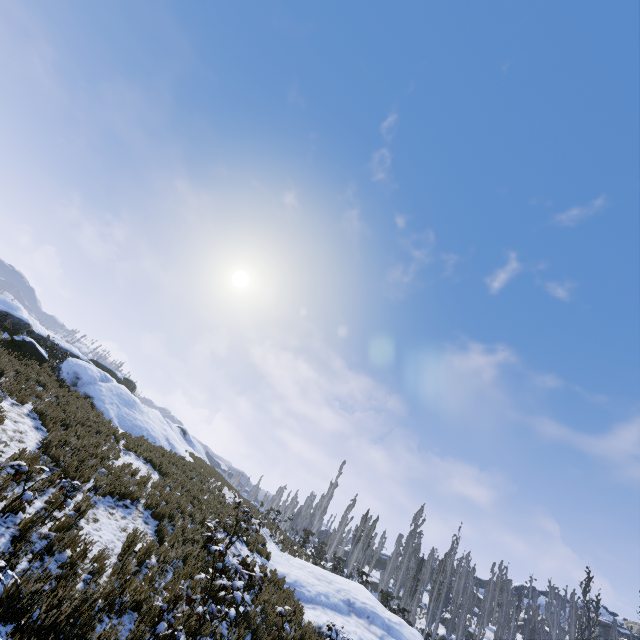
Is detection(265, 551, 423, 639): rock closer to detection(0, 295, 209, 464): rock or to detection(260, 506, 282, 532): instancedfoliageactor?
detection(260, 506, 282, 532): instancedfoliageactor

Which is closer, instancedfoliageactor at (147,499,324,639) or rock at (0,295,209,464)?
instancedfoliageactor at (147,499,324,639)

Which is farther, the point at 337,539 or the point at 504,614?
the point at 504,614

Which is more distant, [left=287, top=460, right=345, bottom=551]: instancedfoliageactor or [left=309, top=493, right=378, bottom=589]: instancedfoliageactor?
[left=287, top=460, right=345, bottom=551]: instancedfoliageactor

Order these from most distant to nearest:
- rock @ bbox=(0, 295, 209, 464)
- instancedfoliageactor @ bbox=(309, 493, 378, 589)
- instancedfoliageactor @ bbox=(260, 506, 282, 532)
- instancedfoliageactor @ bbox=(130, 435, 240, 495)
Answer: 1. instancedfoliageactor @ bbox=(309, 493, 378, 589)
2. instancedfoliageactor @ bbox=(260, 506, 282, 532)
3. rock @ bbox=(0, 295, 209, 464)
4. instancedfoliageactor @ bbox=(130, 435, 240, 495)

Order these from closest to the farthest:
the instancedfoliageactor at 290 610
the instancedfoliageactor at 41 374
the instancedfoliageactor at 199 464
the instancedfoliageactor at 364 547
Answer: the instancedfoliageactor at 290 610 → the instancedfoliageactor at 41 374 → the instancedfoliageactor at 199 464 → the instancedfoliageactor at 364 547

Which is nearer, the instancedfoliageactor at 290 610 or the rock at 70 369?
the instancedfoliageactor at 290 610

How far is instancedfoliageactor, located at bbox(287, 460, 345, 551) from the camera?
24.6 meters
